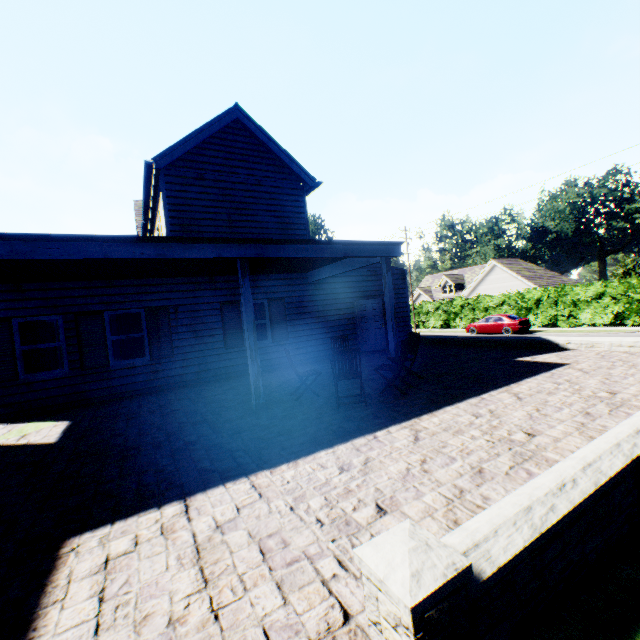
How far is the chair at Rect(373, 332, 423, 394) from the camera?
6.7m

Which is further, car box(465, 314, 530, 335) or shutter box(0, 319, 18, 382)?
car box(465, 314, 530, 335)

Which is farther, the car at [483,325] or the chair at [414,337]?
the car at [483,325]

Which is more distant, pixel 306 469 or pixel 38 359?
pixel 38 359

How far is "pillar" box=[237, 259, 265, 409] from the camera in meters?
6.6 m

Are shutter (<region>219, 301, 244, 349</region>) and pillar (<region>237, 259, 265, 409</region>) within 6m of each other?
yes

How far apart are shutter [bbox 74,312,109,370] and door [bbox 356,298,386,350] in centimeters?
902cm

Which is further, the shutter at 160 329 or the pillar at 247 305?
the shutter at 160 329
